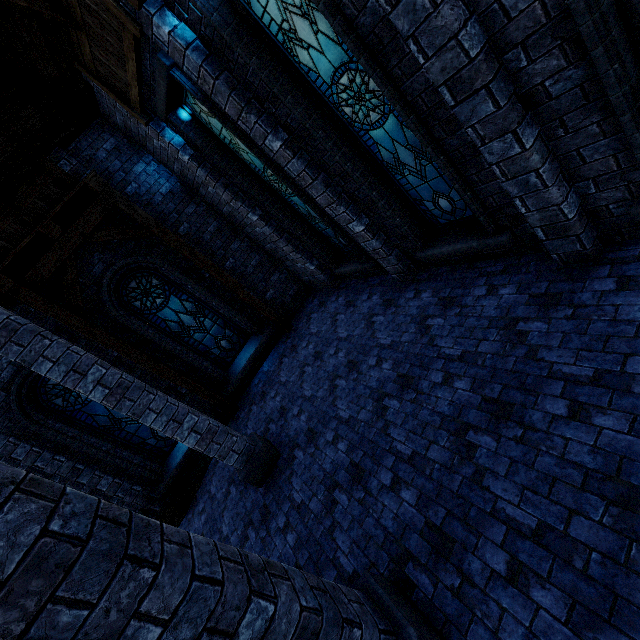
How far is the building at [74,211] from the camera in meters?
7.5 m

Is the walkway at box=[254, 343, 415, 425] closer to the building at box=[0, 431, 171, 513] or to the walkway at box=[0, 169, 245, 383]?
the building at box=[0, 431, 171, 513]

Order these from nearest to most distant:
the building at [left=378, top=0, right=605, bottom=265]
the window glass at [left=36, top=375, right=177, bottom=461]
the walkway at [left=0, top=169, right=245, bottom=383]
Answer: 1. the building at [left=378, top=0, right=605, bottom=265]
2. the walkway at [left=0, top=169, right=245, bottom=383]
3. the window glass at [left=36, top=375, right=177, bottom=461]

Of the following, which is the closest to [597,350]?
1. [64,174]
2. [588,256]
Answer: [588,256]

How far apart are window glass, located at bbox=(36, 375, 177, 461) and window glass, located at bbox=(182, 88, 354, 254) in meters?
6.3

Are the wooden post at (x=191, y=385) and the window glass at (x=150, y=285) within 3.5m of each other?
yes

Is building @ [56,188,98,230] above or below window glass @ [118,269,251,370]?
above

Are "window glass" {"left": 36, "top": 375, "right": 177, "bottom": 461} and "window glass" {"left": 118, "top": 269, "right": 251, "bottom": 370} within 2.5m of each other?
yes
